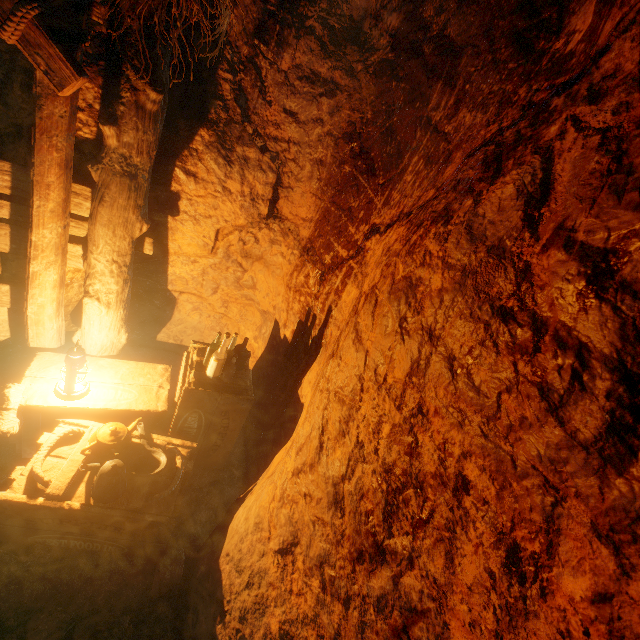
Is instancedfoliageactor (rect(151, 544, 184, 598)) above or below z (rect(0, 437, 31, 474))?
above

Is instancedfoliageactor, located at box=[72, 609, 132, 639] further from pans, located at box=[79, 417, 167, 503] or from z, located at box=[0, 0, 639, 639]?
pans, located at box=[79, 417, 167, 503]

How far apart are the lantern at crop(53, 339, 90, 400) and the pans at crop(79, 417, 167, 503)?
0.4m

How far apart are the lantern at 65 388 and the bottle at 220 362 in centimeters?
88cm

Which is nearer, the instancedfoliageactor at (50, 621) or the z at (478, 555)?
→ the z at (478, 555)

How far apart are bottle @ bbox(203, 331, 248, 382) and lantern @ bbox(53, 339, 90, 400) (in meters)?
0.88

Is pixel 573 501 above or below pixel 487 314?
below

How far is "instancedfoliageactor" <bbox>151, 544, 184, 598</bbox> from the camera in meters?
2.2
